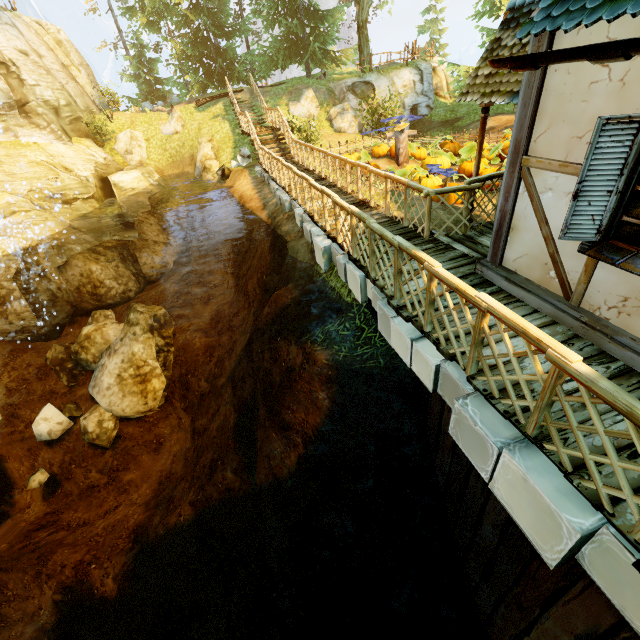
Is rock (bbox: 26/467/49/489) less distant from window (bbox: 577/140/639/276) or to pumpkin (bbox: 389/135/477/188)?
window (bbox: 577/140/639/276)

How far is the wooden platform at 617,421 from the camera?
2.9m

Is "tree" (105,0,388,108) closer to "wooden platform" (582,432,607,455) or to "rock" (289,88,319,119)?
"rock" (289,88,319,119)

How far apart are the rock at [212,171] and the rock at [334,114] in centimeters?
678cm

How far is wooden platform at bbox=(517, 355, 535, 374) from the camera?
3.5m

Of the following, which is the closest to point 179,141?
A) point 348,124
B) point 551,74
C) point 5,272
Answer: point 348,124

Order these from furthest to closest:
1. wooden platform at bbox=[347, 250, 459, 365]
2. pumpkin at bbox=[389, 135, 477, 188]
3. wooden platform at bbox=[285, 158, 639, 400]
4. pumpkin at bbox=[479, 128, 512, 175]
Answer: pumpkin at bbox=[389, 135, 477, 188] < pumpkin at bbox=[479, 128, 512, 175] < wooden platform at bbox=[347, 250, 459, 365] < wooden platform at bbox=[285, 158, 639, 400]

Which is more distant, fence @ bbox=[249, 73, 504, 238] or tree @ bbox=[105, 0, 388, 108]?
tree @ bbox=[105, 0, 388, 108]
